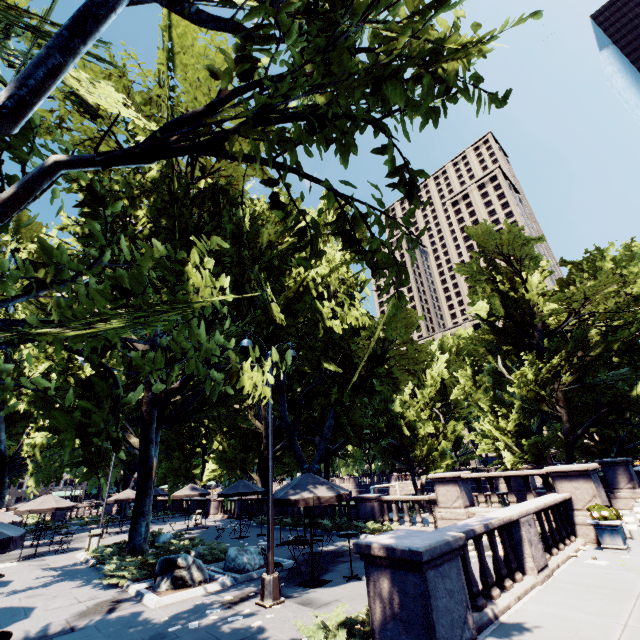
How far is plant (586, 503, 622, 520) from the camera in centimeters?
1011cm

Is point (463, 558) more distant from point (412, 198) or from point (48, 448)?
point (48, 448)

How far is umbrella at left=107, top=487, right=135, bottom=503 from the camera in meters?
24.7 m

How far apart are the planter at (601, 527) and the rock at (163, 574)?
12.4m

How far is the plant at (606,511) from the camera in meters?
10.1 m

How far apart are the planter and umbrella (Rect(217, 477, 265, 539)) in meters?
15.2

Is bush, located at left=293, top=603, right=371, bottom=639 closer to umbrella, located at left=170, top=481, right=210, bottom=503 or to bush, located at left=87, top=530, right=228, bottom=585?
bush, located at left=87, top=530, right=228, bottom=585

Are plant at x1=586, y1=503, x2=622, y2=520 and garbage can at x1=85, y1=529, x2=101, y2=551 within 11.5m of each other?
no
